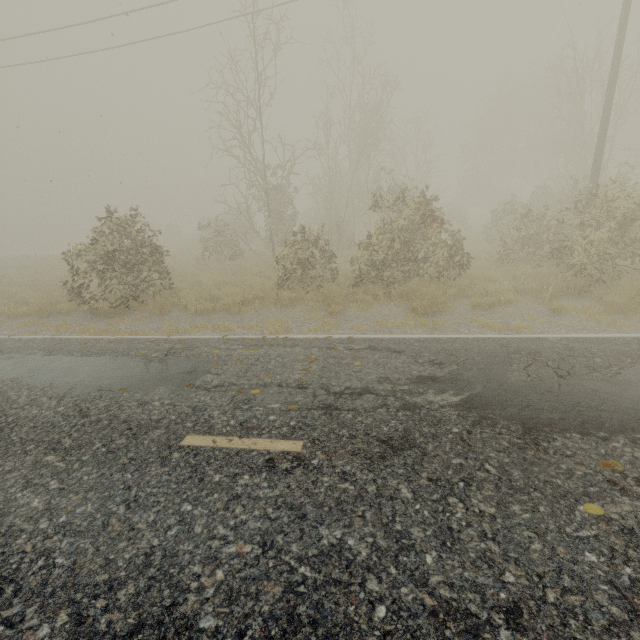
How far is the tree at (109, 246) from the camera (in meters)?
9.90

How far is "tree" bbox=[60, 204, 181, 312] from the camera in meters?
9.9

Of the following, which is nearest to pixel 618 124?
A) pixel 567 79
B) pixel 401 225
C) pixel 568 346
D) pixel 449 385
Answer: pixel 567 79
